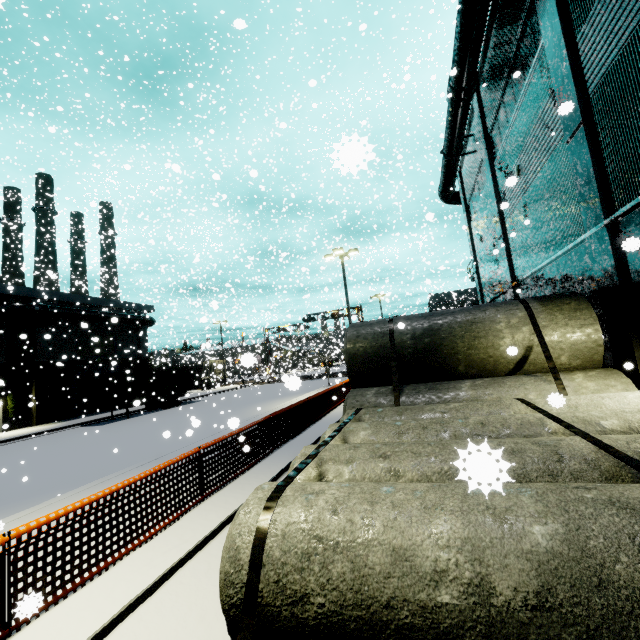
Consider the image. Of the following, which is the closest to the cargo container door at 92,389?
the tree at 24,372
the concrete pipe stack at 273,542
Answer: the tree at 24,372

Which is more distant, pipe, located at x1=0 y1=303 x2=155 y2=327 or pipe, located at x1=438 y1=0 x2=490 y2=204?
pipe, located at x1=0 y1=303 x2=155 y2=327

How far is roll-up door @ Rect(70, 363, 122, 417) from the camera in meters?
27.7

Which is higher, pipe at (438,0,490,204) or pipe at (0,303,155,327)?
pipe at (438,0,490,204)

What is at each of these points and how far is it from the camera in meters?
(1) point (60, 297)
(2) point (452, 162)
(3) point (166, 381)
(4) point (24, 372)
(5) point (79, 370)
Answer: (1) building, 26.9 m
(2) pipe, 19.1 m
(3) cargo container, 28.6 m
(4) tree, 24.6 m
(5) roll-up door, 28.9 m

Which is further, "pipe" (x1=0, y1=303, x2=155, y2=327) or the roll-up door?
the roll-up door

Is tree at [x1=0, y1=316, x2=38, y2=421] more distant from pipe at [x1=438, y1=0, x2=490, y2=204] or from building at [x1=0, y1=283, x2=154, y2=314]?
pipe at [x1=438, y1=0, x2=490, y2=204]

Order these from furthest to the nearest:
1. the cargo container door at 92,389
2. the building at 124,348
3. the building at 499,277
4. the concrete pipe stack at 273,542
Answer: the building at 124,348 < the cargo container door at 92,389 < the building at 499,277 < the concrete pipe stack at 273,542
